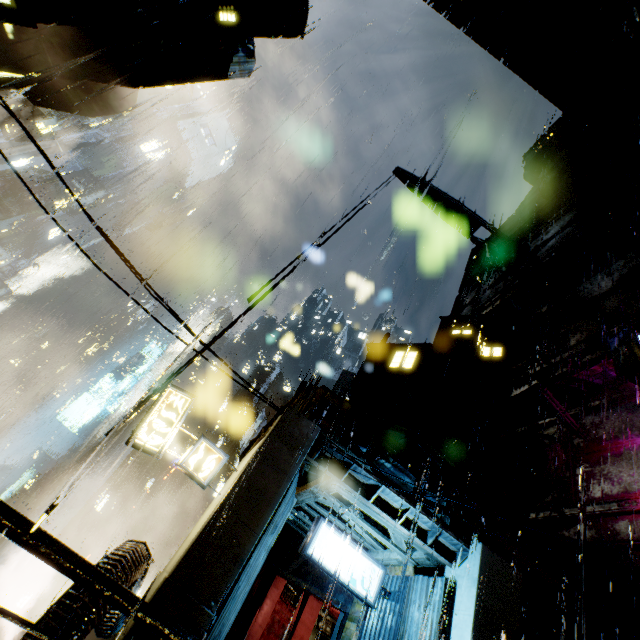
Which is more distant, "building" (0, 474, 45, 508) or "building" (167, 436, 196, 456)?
"building" (0, 474, 45, 508)

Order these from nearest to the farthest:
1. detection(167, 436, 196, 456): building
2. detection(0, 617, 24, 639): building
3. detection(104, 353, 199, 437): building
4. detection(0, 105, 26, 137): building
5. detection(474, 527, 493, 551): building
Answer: detection(104, 353, 199, 437): building
detection(474, 527, 493, 551): building
detection(0, 617, 24, 639): building
detection(167, 436, 196, 456): building
detection(0, 105, 26, 137): building

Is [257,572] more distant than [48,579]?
No

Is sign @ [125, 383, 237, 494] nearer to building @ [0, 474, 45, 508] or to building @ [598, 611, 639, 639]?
building @ [598, 611, 639, 639]

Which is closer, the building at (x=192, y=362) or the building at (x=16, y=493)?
the building at (x=192, y=362)

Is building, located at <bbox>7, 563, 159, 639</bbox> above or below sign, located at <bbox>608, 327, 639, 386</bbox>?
below

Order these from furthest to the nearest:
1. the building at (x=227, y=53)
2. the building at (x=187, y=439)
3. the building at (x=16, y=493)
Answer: the building at (x=16, y=493)
the building at (x=187, y=439)
the building at (x=227, y=53)

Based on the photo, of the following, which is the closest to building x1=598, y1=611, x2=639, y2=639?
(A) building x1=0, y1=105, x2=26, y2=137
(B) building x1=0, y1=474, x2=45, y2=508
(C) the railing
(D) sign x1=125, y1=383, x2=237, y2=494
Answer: (C) the railing
